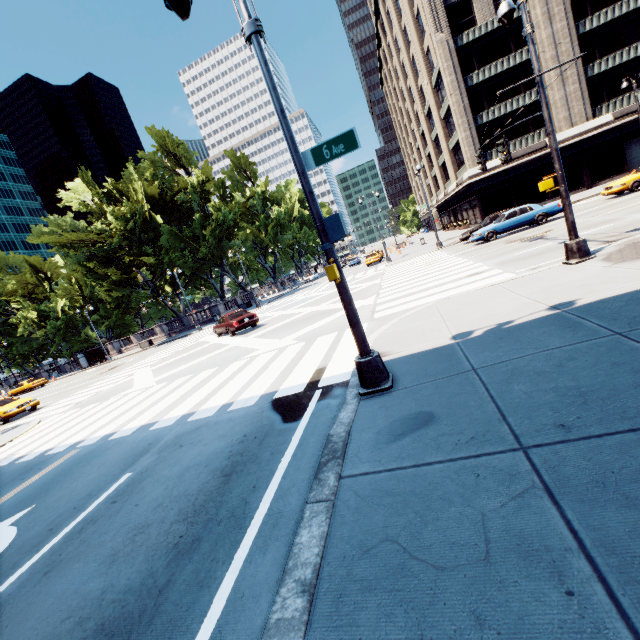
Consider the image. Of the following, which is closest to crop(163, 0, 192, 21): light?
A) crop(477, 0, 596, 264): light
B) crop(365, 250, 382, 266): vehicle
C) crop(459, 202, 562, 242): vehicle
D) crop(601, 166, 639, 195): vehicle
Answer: crop(477, 0, 596, 264): light

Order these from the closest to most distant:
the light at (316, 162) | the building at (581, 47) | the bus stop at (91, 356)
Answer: the light at (316, 162)
the building at (581, 47)
the bus stop at (91, 356)

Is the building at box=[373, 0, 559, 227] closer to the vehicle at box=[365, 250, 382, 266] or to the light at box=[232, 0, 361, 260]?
the vehicle at box=[365, 250, 382, 266]

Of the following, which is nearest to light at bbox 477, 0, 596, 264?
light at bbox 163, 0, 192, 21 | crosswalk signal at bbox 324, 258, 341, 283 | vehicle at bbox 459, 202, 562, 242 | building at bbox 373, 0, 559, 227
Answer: light at bbox 163, 0, 192, 21

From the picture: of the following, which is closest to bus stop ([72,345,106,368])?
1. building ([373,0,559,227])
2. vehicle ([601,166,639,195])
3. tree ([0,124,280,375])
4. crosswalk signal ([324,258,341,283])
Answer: tree ([0,124,280,375])

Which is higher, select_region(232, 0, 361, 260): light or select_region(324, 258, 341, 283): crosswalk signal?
select_region(232, 0, 361, 260): light

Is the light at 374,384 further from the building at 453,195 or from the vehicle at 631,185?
the building at 453,195

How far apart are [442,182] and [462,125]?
18.7 meters
